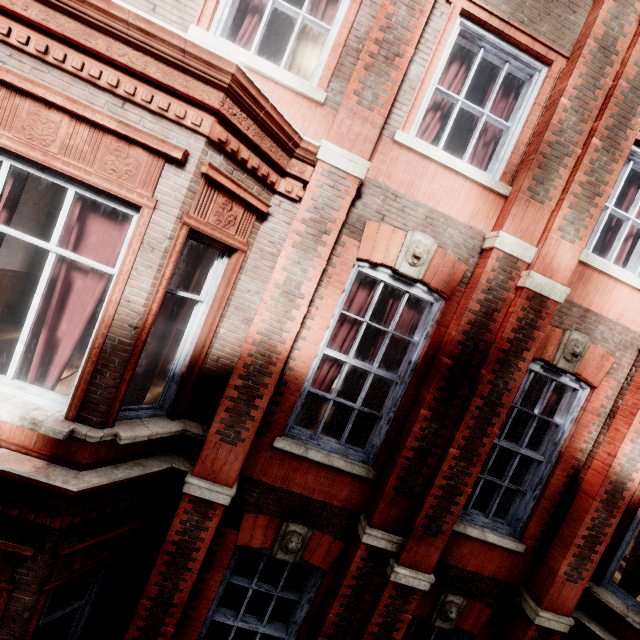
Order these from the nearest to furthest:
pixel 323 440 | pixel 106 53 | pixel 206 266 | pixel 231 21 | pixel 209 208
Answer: pixel 106 53, pixel 209 208, pixel 231 21, pixel 323 440, pixel 206 266
